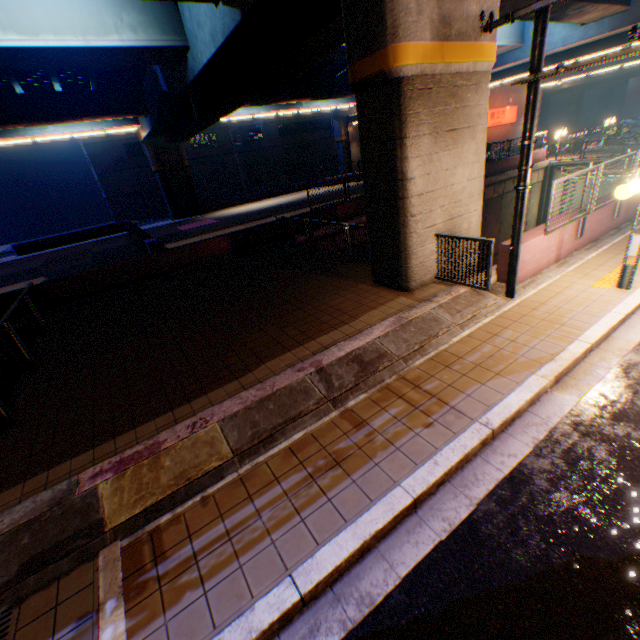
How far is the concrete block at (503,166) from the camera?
22.7 meters

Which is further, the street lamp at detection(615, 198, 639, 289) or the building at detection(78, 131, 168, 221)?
the building at detection(78, 131, 168, 221)

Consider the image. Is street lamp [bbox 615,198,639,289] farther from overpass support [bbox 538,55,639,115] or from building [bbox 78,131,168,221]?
building [bbox 78,131,168,221]

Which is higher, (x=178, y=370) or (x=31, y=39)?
(x=31, y=39)

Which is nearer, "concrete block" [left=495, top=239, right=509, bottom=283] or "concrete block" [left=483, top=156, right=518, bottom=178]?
"concrete block" [left=495, top=239, right=509, bottom=283]

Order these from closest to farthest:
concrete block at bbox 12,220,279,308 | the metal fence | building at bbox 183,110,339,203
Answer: the metal fence → concrete block at bbox 12,220,279,308 → building at bbox 183,110,339,203

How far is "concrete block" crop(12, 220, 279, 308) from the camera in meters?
11.8

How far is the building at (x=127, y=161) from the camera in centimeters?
3588cm
